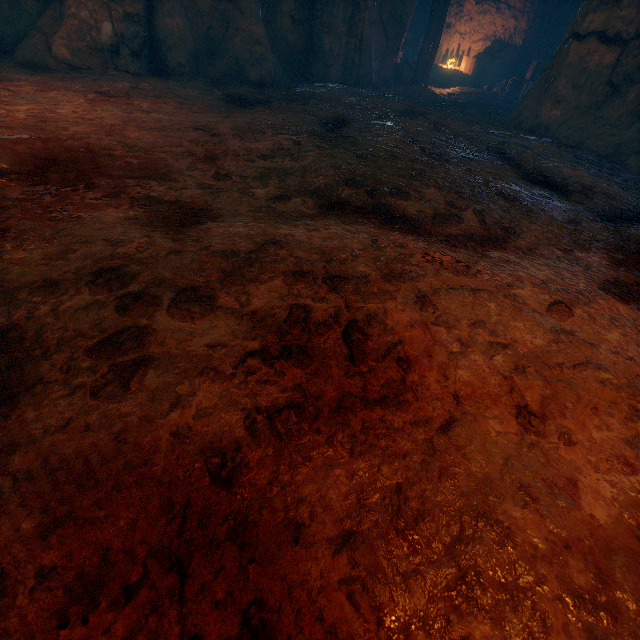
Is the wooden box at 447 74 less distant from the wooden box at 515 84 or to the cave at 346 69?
the cave at 346 69

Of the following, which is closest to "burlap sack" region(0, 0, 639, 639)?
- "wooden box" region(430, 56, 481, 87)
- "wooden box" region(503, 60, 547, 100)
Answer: "wooden box" region(503, 60, 547, 100)

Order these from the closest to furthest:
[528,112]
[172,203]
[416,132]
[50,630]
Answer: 1. [50,630]
2. [172,203]
3. [416,132]
4. [528,112]

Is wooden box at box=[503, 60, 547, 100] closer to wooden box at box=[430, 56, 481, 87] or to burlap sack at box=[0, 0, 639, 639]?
wooden box at box=[430, 56, 481, 87]

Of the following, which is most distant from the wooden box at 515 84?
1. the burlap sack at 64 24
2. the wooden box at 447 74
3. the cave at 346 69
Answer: the burlap sack at 64 24

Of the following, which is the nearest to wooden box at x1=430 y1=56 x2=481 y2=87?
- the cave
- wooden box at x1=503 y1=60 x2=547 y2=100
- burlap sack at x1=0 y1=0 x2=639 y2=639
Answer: the cave

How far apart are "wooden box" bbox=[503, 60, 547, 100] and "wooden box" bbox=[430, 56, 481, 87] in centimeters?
157cm

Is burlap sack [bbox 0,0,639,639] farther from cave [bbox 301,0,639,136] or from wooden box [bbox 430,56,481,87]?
wooden box [bbox 430,56,481,87]
